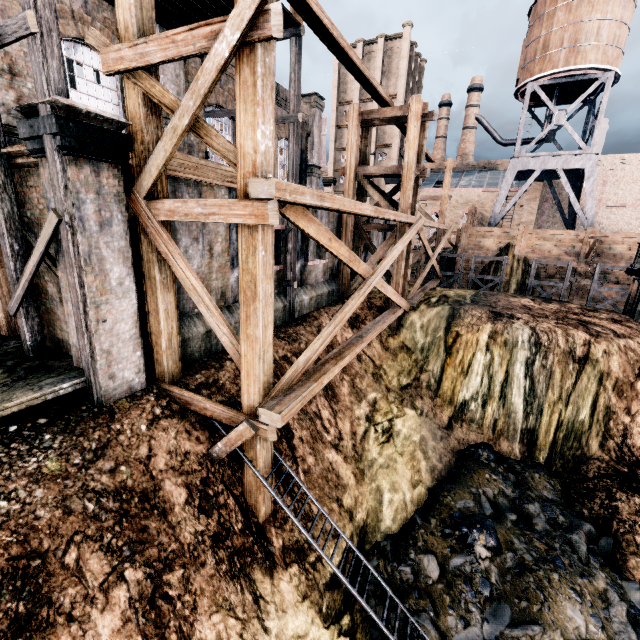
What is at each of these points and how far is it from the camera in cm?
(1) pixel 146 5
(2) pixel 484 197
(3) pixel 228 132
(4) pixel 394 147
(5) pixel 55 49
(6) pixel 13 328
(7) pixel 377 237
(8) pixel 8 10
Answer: (1) wooden scaffolding, 683
(2) building, 4419
(3) building, 1678
(4) building, 4822
(5) wooden scaffolding, 584
(6) building, 1005
(7) building, 2561
(8) building, 891

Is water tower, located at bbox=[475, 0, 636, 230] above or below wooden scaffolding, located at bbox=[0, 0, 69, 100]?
above

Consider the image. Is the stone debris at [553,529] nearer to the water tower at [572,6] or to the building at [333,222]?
the building at [333,222]

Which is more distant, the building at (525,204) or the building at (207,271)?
the building at (525,204)

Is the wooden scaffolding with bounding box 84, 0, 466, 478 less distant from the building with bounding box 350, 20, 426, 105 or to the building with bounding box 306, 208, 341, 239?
the building with bounding box 306, 208, 341, 239

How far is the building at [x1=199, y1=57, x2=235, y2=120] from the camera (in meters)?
15.17

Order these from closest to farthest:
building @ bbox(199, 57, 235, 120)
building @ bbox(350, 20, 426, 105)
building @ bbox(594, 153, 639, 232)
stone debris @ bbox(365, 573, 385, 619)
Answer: stone debris @ bbox(365, 573, 385, 619)
building @ bbox(199, 57, 235, 120)
building @ bbox(594, 153, 639, 232)
building @ bbox(350, 20, 426, 105)

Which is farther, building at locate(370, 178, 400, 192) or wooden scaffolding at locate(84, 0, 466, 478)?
building at locate(370, 178, 400, 192)
